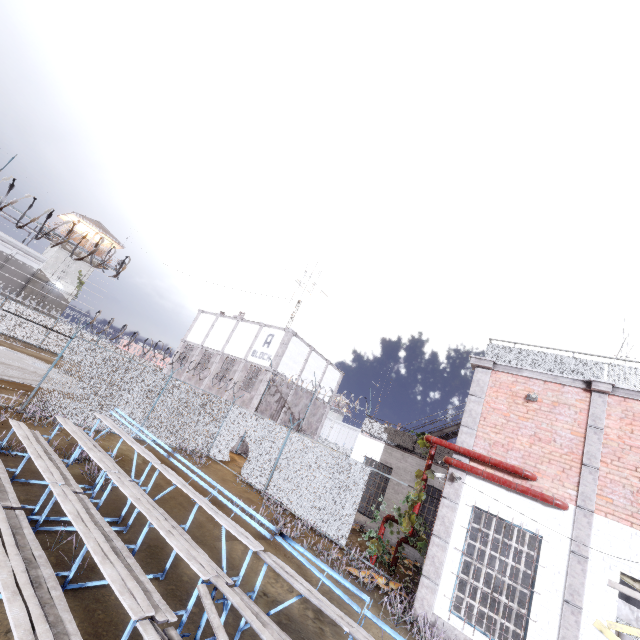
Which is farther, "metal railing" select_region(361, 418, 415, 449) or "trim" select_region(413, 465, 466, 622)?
"metal railing" select_region(361, 418, 415, 449)

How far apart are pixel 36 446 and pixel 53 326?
30.5 meters

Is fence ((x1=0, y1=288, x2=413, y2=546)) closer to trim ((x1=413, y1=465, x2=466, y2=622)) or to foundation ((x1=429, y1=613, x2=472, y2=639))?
trim ((x1=413, y1=465, x2=466, y2=622))

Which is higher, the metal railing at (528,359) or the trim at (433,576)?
the metal railing at (528,359)

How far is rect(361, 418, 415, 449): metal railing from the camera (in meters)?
16.14

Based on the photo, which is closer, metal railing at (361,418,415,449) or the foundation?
the foundation

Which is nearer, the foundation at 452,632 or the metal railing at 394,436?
the foundation at 452,632
